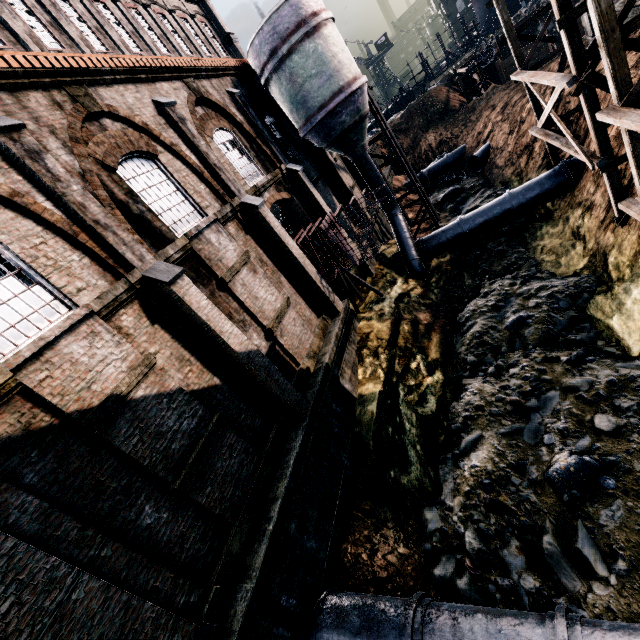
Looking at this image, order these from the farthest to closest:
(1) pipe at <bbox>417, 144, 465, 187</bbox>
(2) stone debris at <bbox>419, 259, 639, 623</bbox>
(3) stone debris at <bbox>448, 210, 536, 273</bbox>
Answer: (1) pipe at <bbox>417, 144, 465, 187</bbox>
(3) stone debris at <bbox>448, 210, 536, 273</bbox>
(2) stone debris at <bbox>419, 259, 639, 623</bbox>

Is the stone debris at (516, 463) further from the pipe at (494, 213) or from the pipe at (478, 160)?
the pipe at (494, 213)

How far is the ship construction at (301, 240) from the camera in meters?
15.8 m

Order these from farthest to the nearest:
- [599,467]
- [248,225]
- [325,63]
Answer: [325,63] → [248,225] → [599,467]

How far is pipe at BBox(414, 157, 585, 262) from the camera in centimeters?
1764cm

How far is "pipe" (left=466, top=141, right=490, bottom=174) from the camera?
28.72m

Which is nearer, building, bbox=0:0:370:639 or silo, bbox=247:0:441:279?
building, bbox=0:0:370:639

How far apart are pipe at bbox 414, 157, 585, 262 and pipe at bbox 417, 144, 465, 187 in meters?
16.6
